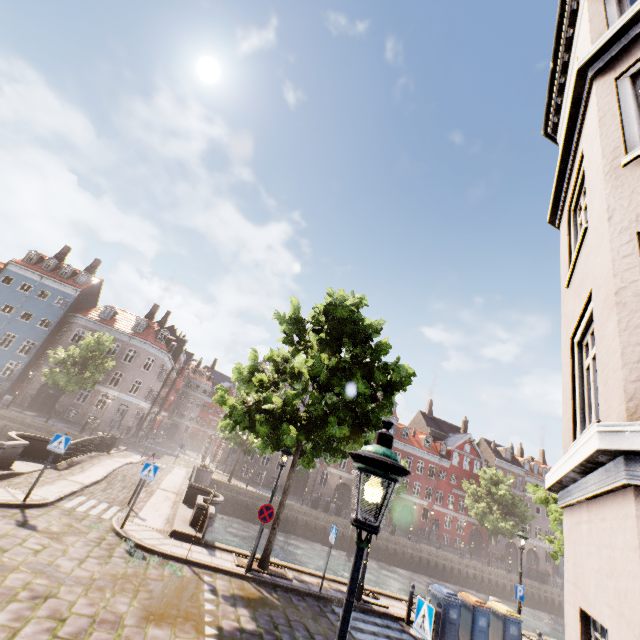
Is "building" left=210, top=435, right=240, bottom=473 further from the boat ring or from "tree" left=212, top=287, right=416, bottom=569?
the boat ring

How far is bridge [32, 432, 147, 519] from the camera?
11.15m

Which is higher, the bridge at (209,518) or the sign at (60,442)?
the sign at (60,442)

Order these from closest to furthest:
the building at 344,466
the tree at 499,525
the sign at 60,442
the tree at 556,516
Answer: the sign at 60,442 → the tree at 556,516 → the tree at 499,525 → the building at 344,466

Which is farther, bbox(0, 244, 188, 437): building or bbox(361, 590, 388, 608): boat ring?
bbox(0, 244, 188, 437): building

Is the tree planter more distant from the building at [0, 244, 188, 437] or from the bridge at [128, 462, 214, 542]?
the building at [0, 244, 188, 437]

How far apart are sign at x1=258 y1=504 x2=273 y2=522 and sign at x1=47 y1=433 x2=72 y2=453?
6.4m

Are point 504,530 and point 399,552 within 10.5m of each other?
no
